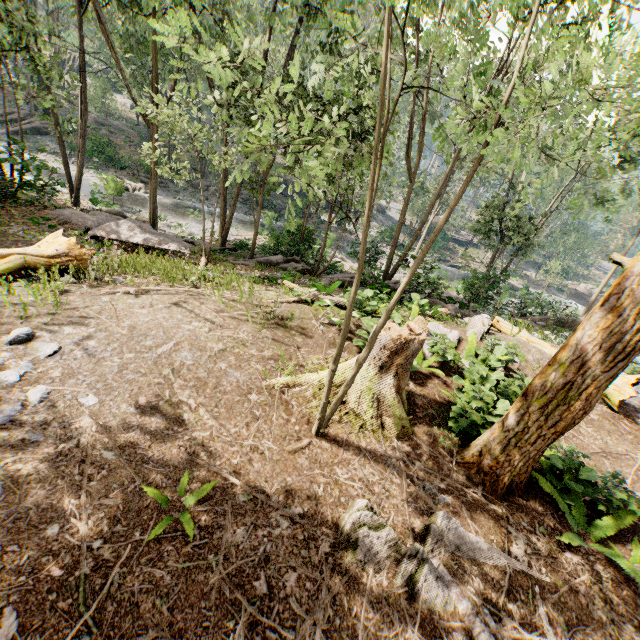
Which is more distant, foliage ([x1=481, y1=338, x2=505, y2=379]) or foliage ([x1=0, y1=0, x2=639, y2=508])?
foliage ([x1=481, y1=338, x2=505, y2=379])

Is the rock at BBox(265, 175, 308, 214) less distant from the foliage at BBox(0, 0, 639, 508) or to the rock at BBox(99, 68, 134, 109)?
the foliage at BBox(0, 0, 639, 508)

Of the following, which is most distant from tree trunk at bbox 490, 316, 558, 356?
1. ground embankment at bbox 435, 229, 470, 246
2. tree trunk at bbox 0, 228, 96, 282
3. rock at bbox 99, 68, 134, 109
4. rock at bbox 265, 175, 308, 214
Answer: rock at bbox 99, 68, 134, 109

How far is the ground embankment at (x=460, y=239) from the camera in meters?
52.3

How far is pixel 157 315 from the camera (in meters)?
6.80

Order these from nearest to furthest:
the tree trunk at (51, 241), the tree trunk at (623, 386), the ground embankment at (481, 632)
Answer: the ground embankment at (481, 632) < the tree trunk at (51, 241) < the tree trunk at (623, 386)

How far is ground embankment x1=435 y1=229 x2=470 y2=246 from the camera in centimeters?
5228cm

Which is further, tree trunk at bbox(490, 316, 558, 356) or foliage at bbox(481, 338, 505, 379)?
tree trunk at bbox(490, 316, 558, 356)
